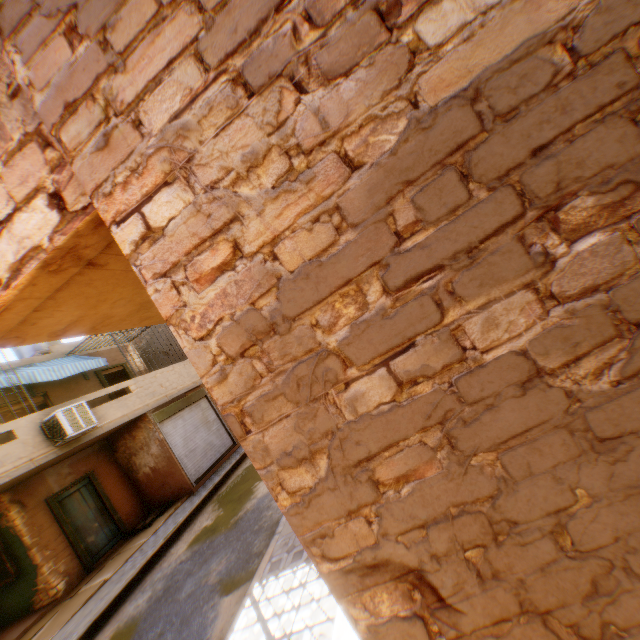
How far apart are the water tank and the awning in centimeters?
326cm

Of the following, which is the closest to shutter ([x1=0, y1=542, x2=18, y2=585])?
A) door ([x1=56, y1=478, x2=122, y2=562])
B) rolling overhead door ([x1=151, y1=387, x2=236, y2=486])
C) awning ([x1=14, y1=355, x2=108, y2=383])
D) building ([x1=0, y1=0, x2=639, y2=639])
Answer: building ([x1=0, y1=0, x2=639, y2=639])

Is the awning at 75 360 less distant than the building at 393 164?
No

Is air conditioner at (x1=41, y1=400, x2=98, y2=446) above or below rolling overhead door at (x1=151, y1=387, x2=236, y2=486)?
above

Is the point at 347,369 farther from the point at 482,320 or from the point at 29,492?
the point at 29,492

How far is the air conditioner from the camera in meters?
8.6 m

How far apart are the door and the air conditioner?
2.8 meters

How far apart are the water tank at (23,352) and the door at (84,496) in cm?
615
